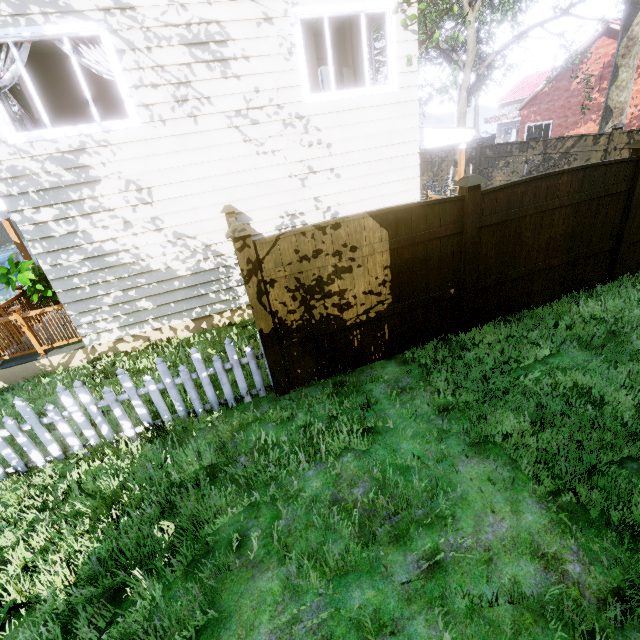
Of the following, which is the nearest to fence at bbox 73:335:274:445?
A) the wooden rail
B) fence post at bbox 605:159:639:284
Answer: fence post at bbox 605:159:639:284

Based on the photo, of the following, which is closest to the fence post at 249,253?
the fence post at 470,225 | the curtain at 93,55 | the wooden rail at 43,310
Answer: the fence post at 470,225

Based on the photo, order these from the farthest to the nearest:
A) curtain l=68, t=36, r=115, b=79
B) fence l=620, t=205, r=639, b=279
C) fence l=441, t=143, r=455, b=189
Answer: fence l=441, t=143, r=455, b=189, fence l=620, t=205, r=639, b=279, curtain l=68, t=36, r=115, b=79

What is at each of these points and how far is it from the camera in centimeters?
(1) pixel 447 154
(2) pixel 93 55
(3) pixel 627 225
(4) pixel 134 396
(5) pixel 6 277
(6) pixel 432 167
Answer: (1) fence, 1830cm
(2) curtain, 514cm
(3) fence post, 574cm
(4) fence, 433cm
(5) plant, 731cm
(6) fence, 1981cm

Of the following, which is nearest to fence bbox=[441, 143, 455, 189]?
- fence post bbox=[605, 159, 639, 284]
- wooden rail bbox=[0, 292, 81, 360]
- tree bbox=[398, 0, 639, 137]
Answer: fence post bbox=[605, 159, 639, 284]

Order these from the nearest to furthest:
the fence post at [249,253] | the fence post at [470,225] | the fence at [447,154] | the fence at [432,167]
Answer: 1. the fence post at [249,253]
2. the fence post at [470,225]
3. the fence at [447,154]
4. the fence at [432,167]

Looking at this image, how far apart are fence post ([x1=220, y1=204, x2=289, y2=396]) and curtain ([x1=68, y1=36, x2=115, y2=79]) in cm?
350

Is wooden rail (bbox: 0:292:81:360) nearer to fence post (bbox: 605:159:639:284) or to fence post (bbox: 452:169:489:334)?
fence post (bbox: 452:169:489:334)
